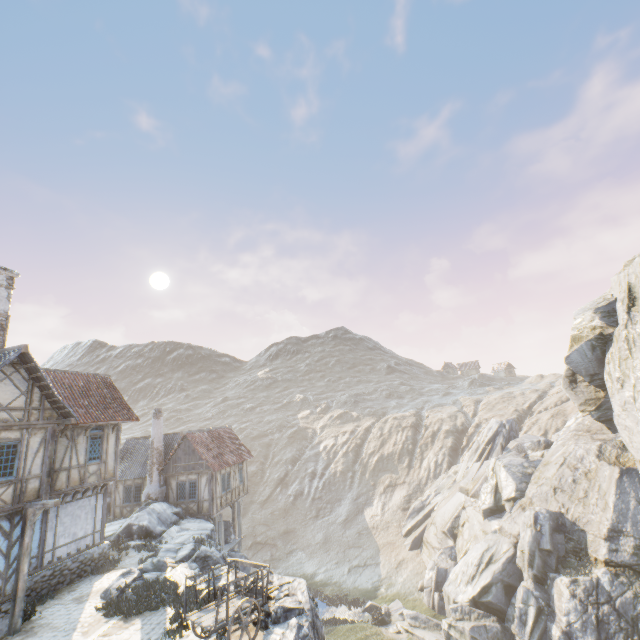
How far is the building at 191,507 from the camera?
23.73m

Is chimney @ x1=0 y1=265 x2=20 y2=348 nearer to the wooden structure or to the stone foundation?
the wooden structure

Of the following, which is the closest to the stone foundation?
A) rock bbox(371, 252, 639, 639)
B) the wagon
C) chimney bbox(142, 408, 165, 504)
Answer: rock bbox(371, 252, 639, 639)

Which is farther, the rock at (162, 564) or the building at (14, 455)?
the rock at (162, 564)

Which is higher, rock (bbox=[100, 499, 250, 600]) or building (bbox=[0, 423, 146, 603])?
building (bbox=[0, 423, 146, 603])

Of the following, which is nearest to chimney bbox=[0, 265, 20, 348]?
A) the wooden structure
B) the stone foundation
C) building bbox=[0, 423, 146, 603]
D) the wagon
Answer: building bbox=[0, 423, 146, 603]

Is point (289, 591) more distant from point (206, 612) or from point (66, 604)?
point (66, 604)

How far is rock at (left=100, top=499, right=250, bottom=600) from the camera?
13.4 meters
